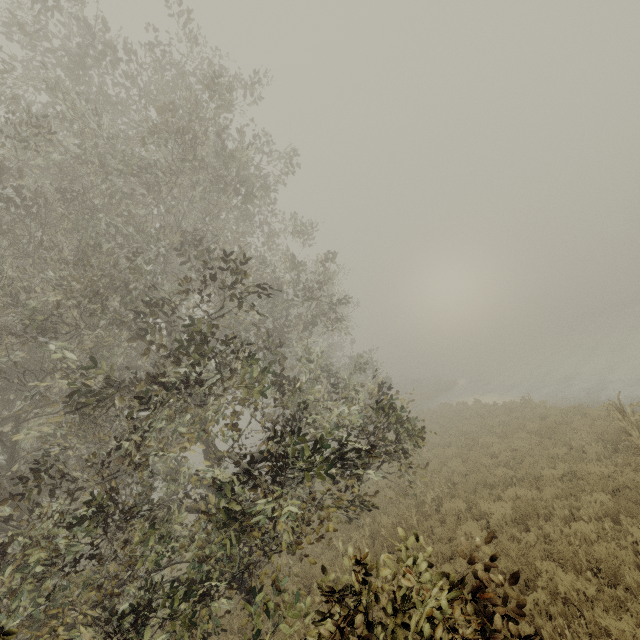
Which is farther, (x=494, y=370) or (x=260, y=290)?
(x=494, y=370)

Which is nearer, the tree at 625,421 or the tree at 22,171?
the tree at 22,171

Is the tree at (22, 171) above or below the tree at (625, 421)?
above

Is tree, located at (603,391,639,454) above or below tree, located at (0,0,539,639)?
below

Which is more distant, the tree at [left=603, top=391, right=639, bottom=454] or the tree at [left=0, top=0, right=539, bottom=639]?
the tree at [left=603, top=391, right=639, bottom=454]
